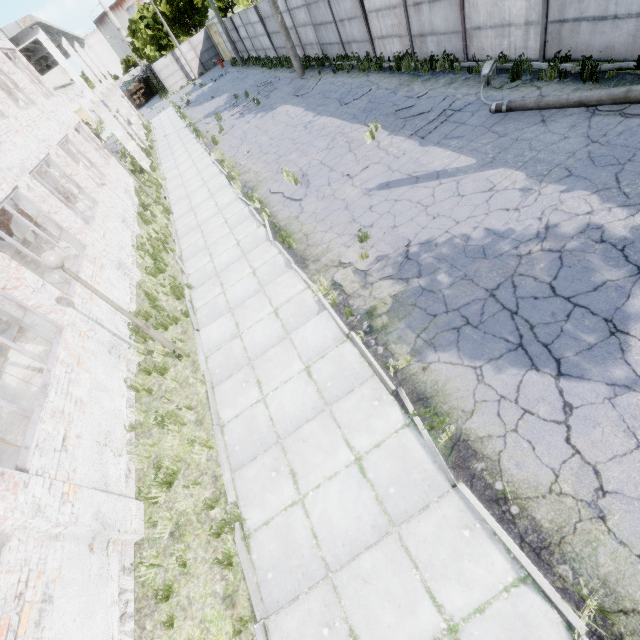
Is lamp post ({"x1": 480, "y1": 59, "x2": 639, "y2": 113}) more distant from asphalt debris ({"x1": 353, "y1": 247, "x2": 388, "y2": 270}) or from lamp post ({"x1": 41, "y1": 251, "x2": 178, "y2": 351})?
lamp post ({"x1": 41, "y1": 251, "x2": 178, "y2": 351})

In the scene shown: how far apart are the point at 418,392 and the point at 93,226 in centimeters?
1261cm

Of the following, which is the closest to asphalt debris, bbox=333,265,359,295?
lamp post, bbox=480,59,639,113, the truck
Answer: lamp post, bbox=480,59,639,113

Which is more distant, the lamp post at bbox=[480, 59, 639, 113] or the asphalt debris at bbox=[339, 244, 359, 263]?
the asphalt debris at bbox=[339, 244, 359, 263]

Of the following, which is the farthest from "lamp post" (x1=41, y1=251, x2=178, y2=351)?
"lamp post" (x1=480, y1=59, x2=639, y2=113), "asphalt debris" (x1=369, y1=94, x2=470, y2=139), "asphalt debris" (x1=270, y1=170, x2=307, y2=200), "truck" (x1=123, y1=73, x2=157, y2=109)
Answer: "truck" (x1=123, y1=73, x2=157, y2=109)

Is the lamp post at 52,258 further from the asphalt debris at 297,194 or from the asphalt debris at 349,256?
the asphalt debris at 297,194

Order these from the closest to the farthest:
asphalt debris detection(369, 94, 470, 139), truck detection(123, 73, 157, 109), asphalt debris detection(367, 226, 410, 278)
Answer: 1. asphalt debris detection(367, 226, 410, 278)
2. asphalt debris detection(369, 94, 470, 139)
3. truck detection(123, 73, 157, 109)

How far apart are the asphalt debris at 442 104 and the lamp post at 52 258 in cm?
900
